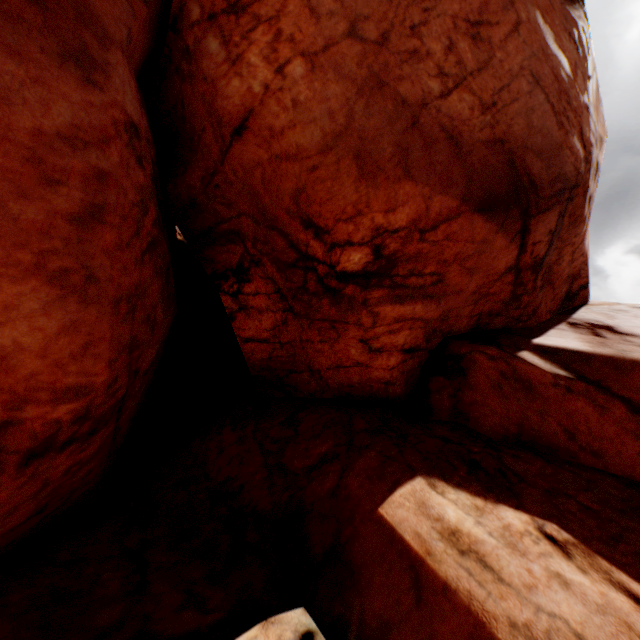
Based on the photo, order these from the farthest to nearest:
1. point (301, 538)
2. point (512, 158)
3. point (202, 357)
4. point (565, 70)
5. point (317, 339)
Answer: point (202, 357) → point (317, 339) → point (565, 70) → point (512, 158) → point (301, 538)
